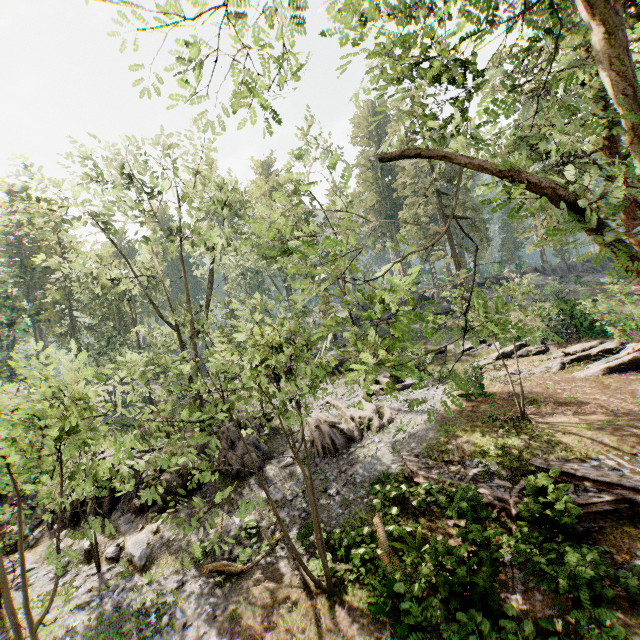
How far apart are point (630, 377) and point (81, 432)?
23.9 meters

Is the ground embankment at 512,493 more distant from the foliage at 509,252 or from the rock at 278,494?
the rock at 278,494

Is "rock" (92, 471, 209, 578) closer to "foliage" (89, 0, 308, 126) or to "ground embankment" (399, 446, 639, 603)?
"foliage" (89, 0, 308, 126)

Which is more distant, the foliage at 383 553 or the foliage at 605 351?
the foliage at 383 553

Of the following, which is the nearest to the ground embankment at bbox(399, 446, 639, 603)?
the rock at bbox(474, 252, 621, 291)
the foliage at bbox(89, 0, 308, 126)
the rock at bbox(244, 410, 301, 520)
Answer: the foliage at bbox(89, 0, 308, 126)

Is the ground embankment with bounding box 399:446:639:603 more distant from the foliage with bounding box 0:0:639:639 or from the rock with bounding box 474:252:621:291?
the rock with bounding box 474:252:621:291

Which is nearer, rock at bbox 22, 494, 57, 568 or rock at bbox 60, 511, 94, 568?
rock at bbox 60, 511, 94, 568

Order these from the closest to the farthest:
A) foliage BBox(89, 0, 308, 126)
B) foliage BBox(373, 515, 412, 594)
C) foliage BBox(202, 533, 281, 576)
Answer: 1. foliage BBox(89, 0, 308, 126)
2. foliage BBox(373, 515, 412, 594)
3. foliage BBox(202, 533, 281, 576)
